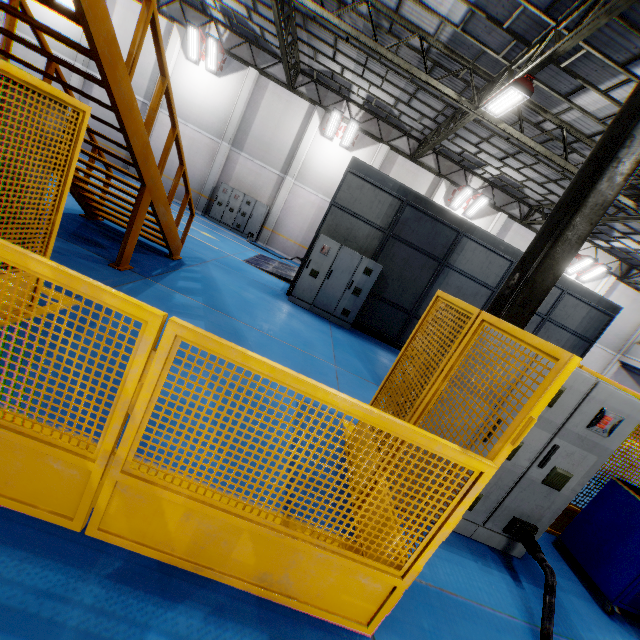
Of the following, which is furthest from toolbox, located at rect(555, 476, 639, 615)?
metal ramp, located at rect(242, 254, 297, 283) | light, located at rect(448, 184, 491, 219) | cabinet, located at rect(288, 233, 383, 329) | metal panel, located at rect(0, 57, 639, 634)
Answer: light, located at rect(448, 184, 491, 219)

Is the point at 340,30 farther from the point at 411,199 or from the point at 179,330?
the point at 179,330

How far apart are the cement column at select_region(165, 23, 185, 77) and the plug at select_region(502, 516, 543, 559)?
21.6 meters

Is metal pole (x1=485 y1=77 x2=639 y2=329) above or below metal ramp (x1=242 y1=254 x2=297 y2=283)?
above

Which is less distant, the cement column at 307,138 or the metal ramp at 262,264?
the metal ramp at 262,264

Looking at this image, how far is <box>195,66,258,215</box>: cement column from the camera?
16.8m

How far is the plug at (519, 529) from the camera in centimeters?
327cm

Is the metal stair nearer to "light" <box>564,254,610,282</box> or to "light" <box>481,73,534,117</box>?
"light" <box>481,73,534,117</box>
